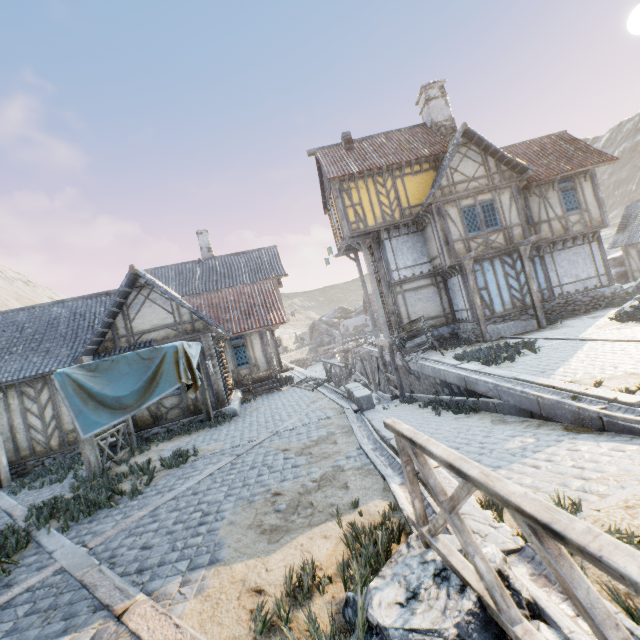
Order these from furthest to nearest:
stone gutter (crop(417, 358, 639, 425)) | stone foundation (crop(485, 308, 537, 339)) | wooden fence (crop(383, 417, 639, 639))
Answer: stone foundation (crop(485, 308, 537, 339)), stone gutter (crop(417, 358, 639, 425)), wooden fence (crop(383, 417, 639, 639))

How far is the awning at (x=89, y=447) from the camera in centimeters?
866cm

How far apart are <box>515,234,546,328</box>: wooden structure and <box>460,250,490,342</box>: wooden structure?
2.29m

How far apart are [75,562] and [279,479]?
3.1 meters

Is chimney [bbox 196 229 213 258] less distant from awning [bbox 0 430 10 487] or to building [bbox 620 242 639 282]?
awning [bbox 0 430 10 487]

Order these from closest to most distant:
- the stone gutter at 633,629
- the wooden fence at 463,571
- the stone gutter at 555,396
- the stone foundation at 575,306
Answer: the wooden fence at 463,571 → the stone gutter at 633,629 → the stone gutter at 555,396 → the stone foundation at 575,306

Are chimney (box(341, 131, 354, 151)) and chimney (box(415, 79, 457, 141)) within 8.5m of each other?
yes

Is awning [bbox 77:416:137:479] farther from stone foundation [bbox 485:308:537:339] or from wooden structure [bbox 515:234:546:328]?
wooden structure [bbox 515:234:546:328]
